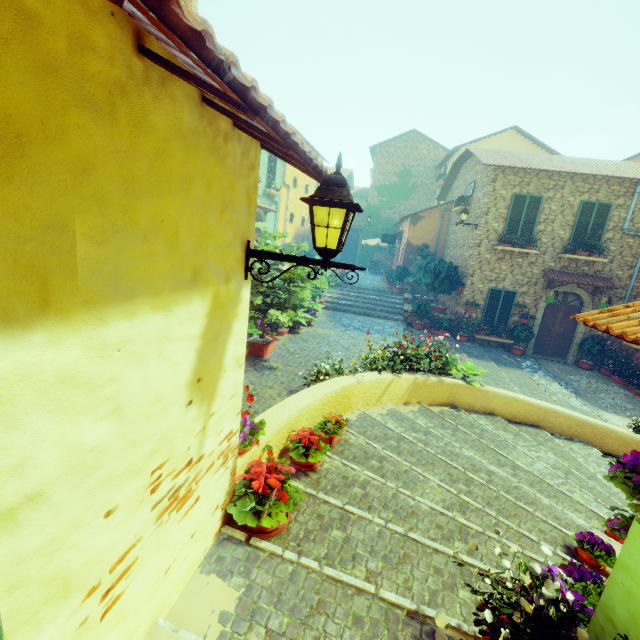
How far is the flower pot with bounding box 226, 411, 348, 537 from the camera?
2.8m

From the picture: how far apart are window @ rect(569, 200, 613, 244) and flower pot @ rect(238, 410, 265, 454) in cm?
1447

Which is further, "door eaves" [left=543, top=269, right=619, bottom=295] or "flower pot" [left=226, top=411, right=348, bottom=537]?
"door eaves" [left=543, top=269, right=619, bottom=295]

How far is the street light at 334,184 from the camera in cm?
209

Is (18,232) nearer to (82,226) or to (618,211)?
(82,226)

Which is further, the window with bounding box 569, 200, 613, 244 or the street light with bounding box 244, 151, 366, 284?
A: the window with bounding box 569, 200, 613, 244

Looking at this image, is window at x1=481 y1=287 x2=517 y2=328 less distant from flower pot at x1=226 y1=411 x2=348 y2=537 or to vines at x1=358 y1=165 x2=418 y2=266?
flower pot at x1=226 y1=411 x2=348 y2=537

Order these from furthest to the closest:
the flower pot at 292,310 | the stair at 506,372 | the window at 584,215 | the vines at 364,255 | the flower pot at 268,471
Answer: the vines at 364,255, the window at 584,215, the stair at 506,372, the flower pot at 292,310, the flower pot at 268,471
